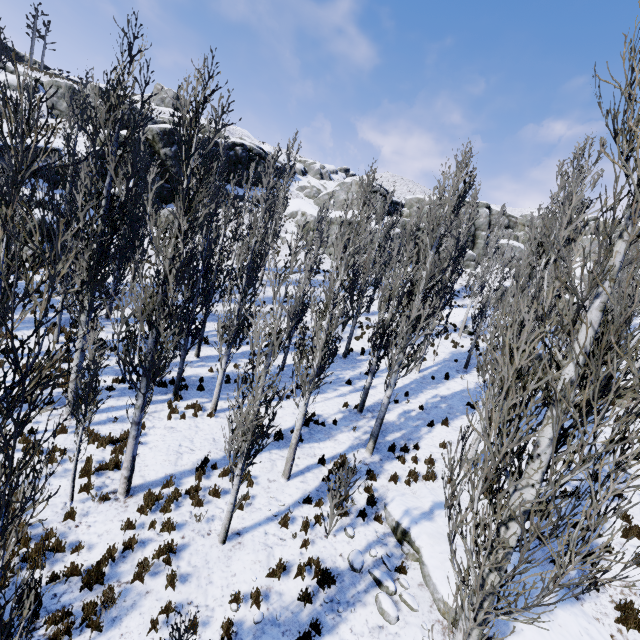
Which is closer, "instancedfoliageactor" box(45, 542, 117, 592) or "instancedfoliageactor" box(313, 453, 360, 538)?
"instancedfoliageactor" box(45, 542, 117, 592)

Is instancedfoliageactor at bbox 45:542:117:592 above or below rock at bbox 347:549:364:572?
below

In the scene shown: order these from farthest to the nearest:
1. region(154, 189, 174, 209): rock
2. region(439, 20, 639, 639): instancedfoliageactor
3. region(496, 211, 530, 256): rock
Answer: region(496, 211, 530, 256): rock < region(154, 189, 174, 209): rock < region(439, 20, 639, 639): instancedfoliageactor

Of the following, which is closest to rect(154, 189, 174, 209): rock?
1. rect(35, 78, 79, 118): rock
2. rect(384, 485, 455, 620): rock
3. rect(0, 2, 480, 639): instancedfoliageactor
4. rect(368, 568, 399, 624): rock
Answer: rect(0, 2, 480, 639): instancedfoliageactor

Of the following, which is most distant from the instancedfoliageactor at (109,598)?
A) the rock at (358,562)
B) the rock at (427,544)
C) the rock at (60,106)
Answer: the rock at (60,106)

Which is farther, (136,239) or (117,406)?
(117,406)

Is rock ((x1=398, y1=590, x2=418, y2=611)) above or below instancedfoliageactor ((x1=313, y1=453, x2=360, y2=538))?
below

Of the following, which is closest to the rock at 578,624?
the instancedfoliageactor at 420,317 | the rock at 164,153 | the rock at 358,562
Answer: the instancedfoliageactor at 420,317
